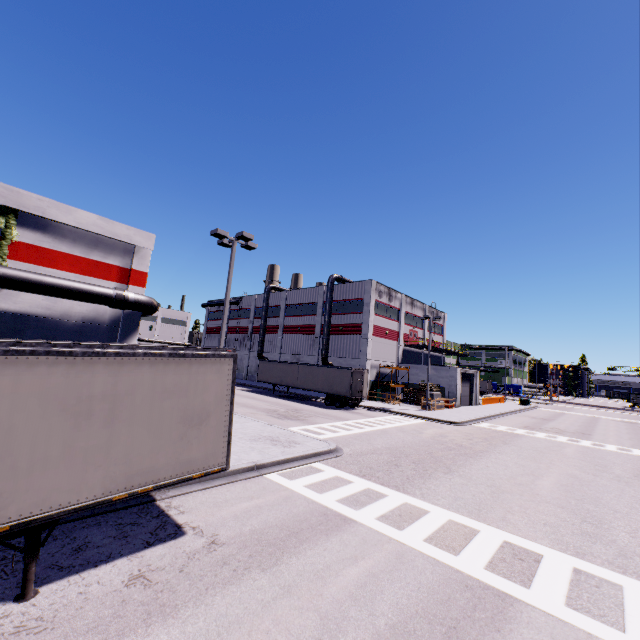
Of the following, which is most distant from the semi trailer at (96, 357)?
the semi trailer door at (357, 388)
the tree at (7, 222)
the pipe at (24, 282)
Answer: the tree at (7, 222)

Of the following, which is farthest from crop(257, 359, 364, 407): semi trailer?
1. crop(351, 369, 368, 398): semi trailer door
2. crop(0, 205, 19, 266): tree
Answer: crop(0, 205, 19, 266): tree

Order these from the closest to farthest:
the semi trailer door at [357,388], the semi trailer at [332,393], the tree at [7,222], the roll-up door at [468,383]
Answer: the tree at [7,222], the semi trailer door at [357,388], the semi trailer at [332,393], the roll-up door at [468,383]

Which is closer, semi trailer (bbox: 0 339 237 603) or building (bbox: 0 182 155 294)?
semi trailer (bbox: 0 339 237 603)

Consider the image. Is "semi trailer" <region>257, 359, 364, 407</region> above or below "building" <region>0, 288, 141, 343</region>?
below

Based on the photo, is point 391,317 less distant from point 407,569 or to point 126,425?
point 407,569

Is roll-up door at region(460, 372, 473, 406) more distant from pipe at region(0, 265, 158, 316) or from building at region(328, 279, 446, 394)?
pipe at region(0, 265, 158, 316)

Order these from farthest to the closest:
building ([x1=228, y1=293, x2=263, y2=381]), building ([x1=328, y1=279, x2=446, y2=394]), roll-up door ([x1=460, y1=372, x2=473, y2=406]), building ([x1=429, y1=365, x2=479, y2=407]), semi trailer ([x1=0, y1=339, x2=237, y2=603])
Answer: building ([x1=228, y1=293, x2=263, y2=381]), roll-up door ([x1=460, y1=372, x2=473, y2=406]), building ([x1=328, y1=279, x2=446, y2=394]), building ([x1=429, y1=365, x2=479, y2=407]), semi trailer ([x1=0, y1=339, x2=237, y2=603])
